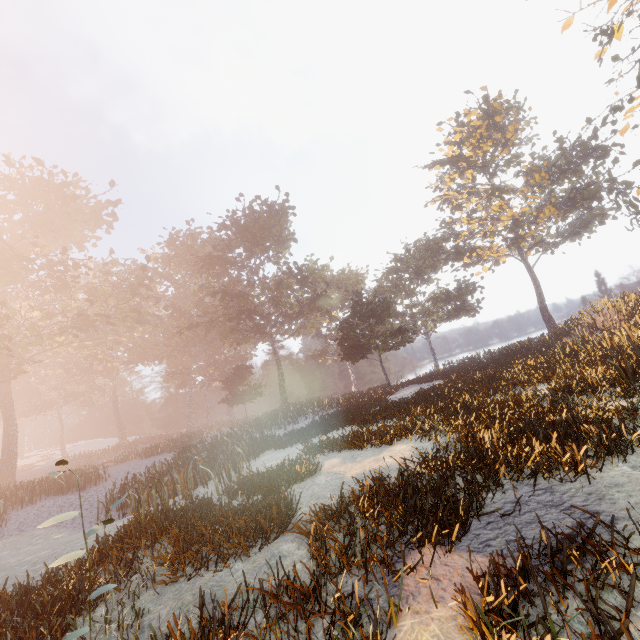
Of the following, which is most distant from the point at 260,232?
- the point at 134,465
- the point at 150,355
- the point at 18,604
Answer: the point at 18,604

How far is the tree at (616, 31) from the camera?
A: 22.1 meters

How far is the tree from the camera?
22.1m
